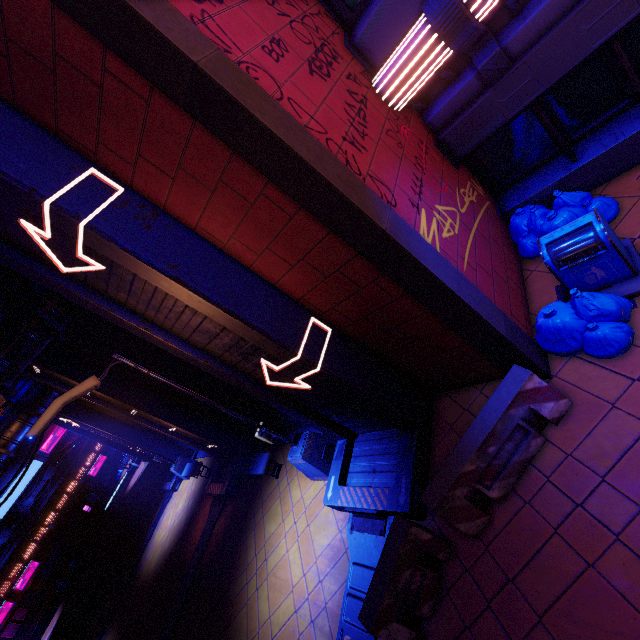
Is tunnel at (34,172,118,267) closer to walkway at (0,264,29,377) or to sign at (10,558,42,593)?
walkway at (0,264,29,377)

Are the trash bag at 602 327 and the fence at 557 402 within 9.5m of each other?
yes

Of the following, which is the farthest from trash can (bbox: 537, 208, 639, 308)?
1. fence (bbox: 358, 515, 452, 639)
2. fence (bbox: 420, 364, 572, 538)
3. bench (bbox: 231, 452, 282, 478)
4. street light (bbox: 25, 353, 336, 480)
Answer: bench (bbox: 231, 452, 282, 478)

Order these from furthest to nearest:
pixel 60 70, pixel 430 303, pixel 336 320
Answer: pixel 336 320
pixel 430 303
pixel 60 70

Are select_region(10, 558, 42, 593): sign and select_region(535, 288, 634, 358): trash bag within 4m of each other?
no

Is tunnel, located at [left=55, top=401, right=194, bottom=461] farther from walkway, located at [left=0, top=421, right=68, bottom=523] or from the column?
the column

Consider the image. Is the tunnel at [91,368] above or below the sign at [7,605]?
above

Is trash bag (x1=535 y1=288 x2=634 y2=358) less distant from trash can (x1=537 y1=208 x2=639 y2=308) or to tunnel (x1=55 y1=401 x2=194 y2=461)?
trash can (x1=537 y1=208 x2=639 y2=308)
